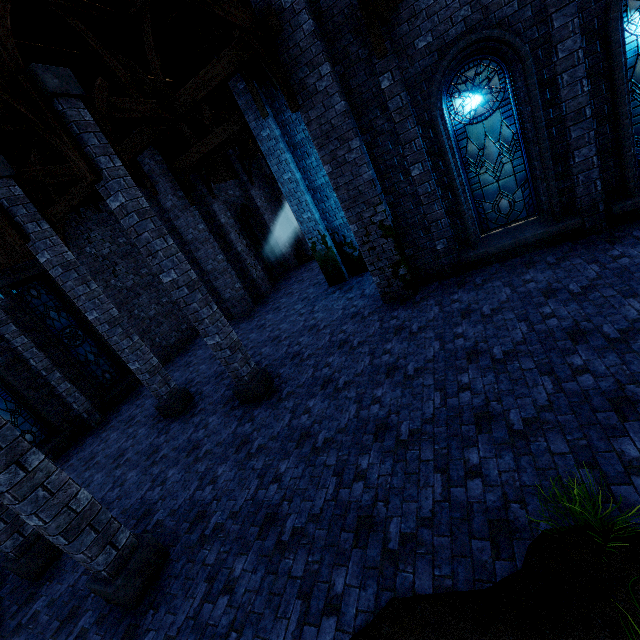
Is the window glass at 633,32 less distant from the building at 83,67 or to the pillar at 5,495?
the building at 83,67

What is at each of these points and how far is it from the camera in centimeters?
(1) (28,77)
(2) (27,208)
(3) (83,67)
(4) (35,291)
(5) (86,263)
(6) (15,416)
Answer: (1) pillar, 516cm
(2) pillar, 723cm
(3) building, 796cm
(4) window glass, 1134cm
(5) building, 1263cm
(6) window glass, 1005cm

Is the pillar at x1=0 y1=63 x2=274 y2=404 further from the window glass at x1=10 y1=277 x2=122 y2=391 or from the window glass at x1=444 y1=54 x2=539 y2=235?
the window glass at x1=10 y1=277 x2=122 y2=391

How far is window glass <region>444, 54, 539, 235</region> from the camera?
6.8 meters

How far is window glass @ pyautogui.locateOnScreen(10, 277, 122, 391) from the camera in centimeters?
1120cm

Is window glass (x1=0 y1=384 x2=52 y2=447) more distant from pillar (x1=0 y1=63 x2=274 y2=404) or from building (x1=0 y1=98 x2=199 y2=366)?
pillar (x1=0 y1=63 x2=274 y2=404)

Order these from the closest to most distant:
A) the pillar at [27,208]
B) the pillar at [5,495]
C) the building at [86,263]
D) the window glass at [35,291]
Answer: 1. the pillar at [5,495]
2. the pillar at [27,208]
3. the building at [86,263]
4. the window glass at [35,291]

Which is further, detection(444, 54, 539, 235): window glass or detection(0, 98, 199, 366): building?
detection(0, 98, 199, 366): building
